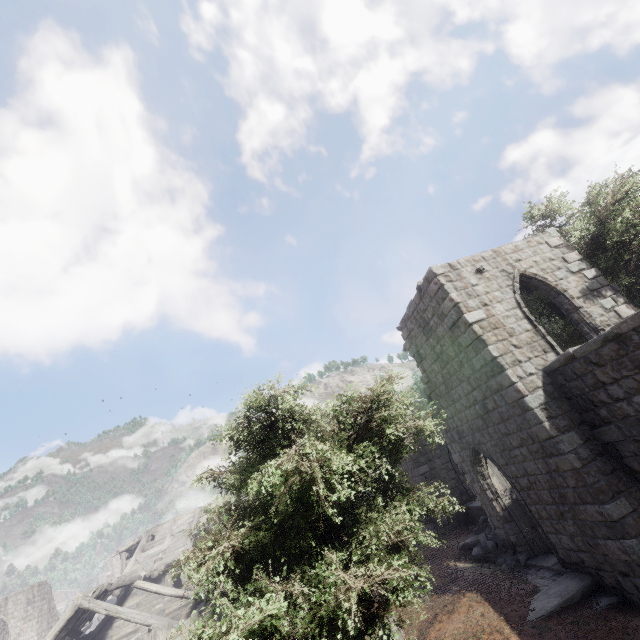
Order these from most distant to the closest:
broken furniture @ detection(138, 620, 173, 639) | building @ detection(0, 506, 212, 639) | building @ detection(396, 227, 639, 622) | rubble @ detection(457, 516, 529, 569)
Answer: A: building @ detection(0, 506, 212, 639) < broken furniture @ detection(138, 620, 173, 639) < rubble @ detection(457, 516, 529, 569) < building @ detection(396, 227, 639, 622)

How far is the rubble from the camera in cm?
1153

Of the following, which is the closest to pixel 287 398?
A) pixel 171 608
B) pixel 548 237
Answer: pixel 548 237

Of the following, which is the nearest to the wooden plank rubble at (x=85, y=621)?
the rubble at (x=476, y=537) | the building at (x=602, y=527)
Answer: the building at (x=602, y=527)

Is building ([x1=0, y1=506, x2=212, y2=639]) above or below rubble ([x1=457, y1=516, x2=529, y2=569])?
above

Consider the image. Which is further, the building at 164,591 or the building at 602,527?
the building at 164,591

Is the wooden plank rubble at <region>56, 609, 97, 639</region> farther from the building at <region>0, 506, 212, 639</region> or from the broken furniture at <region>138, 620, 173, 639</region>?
the broken furniture at <region>138, 620, 173, 639</region>

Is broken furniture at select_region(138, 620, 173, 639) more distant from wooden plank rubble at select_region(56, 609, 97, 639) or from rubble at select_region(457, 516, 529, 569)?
rubble at select_region(457, 516, 529, 569)
